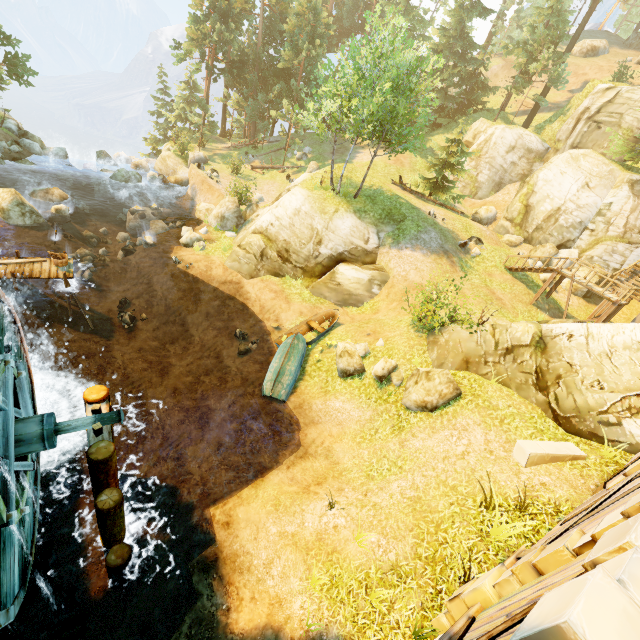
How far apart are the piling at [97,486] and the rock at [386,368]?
8.7 meters

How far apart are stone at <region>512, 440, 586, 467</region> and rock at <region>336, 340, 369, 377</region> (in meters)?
6.05

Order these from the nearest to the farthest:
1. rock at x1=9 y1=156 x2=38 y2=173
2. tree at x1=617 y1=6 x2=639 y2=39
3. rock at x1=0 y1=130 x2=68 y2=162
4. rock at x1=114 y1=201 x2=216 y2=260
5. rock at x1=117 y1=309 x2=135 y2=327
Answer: rock at x1=117 y1=309 x2=135 y2=327, rock at x1=114 y1=201 x2=216 y2=260, rock at x1=9 y1=156 x2=38 y2=173, rock at x1=0 y1=130 x2=68 y2=162, tree at x1=617 y1=6 x2=639 y2=39

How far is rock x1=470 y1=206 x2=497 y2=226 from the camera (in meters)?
29.05

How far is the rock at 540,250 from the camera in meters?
23.5

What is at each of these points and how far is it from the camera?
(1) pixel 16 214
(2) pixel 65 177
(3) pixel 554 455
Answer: (1) rock, 18.20m
(2) rock, 27.52m
(3) stone, 8.56m

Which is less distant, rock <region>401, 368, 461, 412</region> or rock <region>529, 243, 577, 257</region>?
rock <region>401, 368, 461, 412</region>

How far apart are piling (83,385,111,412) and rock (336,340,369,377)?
8.3 meters
